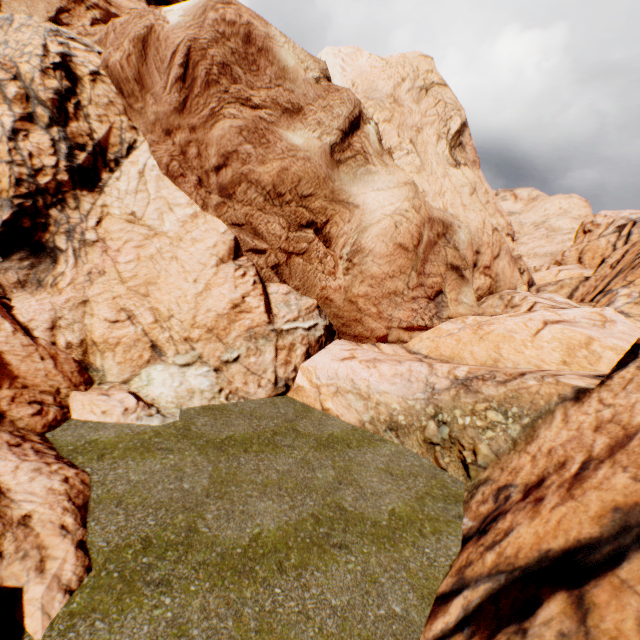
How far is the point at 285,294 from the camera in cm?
1334
